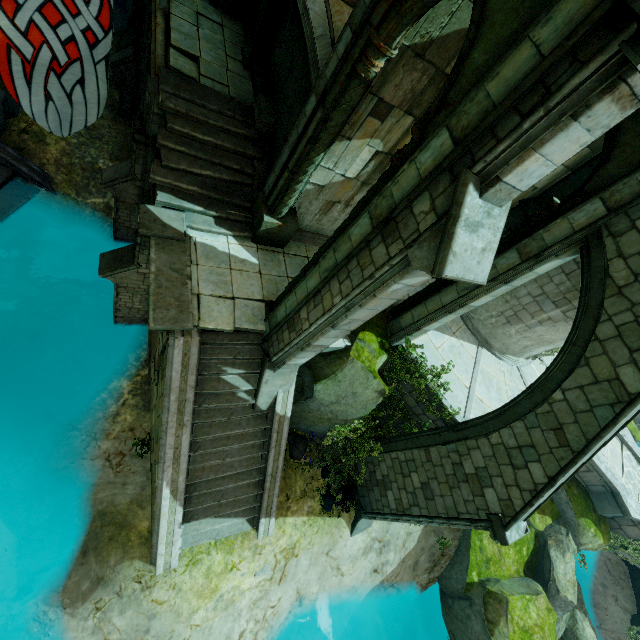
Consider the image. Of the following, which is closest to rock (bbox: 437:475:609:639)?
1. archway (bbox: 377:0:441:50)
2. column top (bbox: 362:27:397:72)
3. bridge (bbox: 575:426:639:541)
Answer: bridge (bbox: 575:426:639:541)

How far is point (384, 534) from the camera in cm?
1155

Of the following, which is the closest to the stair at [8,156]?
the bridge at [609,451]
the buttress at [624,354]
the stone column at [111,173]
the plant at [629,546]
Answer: the stone column at [111,173]

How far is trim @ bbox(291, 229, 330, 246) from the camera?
9.6m

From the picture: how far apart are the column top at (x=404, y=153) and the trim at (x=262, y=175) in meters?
5.1

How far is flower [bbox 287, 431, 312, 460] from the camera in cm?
1023

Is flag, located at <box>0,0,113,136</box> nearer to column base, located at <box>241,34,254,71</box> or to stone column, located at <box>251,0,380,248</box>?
stone column, located at <box>251,0,380,248</box>

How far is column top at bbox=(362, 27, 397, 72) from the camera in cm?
497
